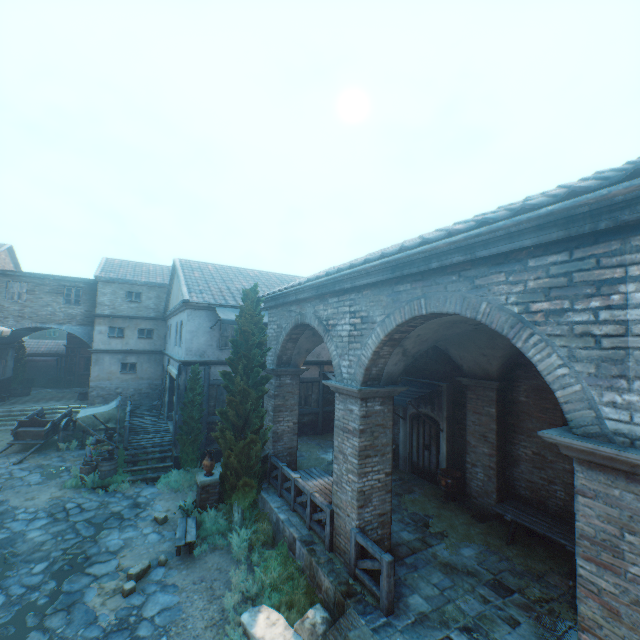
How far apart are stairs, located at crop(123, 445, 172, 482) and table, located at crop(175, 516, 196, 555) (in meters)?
4.45

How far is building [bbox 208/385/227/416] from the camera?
14.6m

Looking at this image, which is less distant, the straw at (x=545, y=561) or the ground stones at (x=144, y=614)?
the ground stones at (x=144, y=614)

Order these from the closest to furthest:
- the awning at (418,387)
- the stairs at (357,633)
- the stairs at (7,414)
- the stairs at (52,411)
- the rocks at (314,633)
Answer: the stairs at (357,633) < the rocks at (314,633) < the awning at (418,387) < the stairs at (7,414) < the stairs at (52,411)

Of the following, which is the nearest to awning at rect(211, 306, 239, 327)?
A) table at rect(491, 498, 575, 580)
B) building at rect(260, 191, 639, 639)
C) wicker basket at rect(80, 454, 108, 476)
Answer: building at rect(260, 191, 639, 639)

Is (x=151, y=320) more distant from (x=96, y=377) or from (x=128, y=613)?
(x=128, y=613)

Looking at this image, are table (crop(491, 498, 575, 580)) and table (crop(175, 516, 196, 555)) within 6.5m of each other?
no

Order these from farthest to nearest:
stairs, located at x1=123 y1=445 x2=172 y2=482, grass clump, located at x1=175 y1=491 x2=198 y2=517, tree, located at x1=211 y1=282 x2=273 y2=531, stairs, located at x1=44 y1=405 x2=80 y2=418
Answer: stairs, located at x1=44 y1=405 x2=80 y2=418
stairs, located at x1=123 y1=445 x2=172 y2=482
grass clump, located at x1=175 y1=491 x2=198 y2=517
tree, located at x1=211 y1=282 x2=273 y2=531
